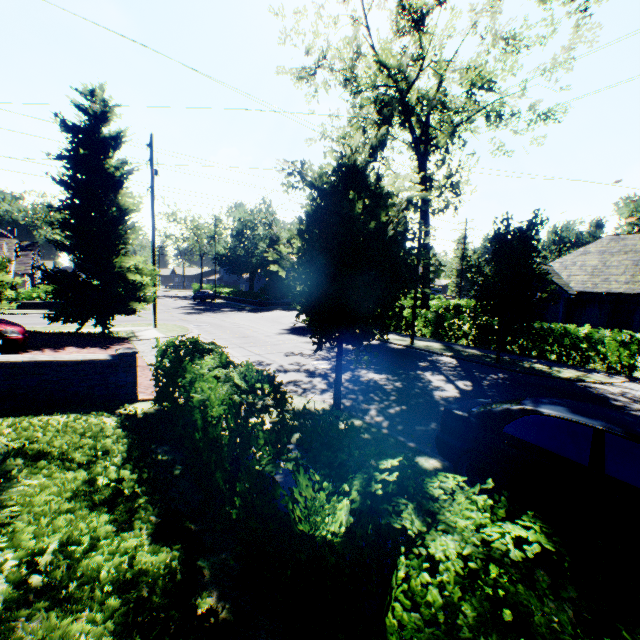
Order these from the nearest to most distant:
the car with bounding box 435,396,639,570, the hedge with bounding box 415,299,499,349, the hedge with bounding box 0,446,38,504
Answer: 1. the hedge with bounding box 0,446,38,504
2. the car with bounding box 435,396,639,570
3. the hedge with bounding box 415,299,499,349

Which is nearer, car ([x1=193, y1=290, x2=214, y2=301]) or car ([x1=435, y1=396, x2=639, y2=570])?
car ([x1=435, y1=396, x2=639, y2=570])

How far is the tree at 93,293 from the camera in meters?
14.9 m

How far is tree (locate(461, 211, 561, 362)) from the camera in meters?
12.7 m

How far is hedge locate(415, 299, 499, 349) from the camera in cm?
1730

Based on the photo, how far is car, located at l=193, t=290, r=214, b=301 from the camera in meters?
46.0

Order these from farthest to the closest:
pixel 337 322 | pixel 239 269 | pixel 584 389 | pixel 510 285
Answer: pixel 239 269, pixel 510 285, pixel 584 389, pixel 337 322

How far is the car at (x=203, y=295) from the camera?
46.0m
